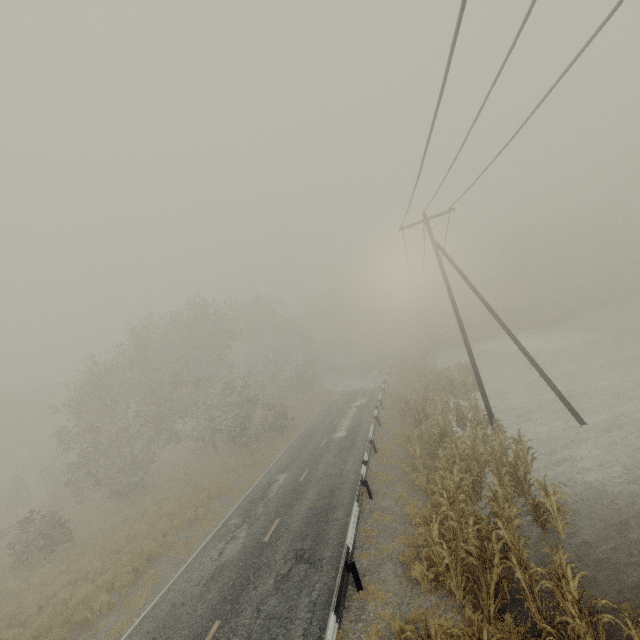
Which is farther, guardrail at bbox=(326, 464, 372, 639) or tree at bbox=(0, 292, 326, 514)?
tree at bbox=(0, 292, 326, 514)

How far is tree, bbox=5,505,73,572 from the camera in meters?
18.4

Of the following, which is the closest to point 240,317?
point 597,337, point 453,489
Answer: point 453,489

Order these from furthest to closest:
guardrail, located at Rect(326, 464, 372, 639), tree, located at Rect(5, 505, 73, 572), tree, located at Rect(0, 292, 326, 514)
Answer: tree, located at Rect(0, 292, 326, 514) → tree, located at Rect(5, 505, 73, 572) → guardrail, located at Rect(326, 464, 372, 639)

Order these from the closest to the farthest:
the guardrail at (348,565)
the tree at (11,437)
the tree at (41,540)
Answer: the guardrail at (348,565) → the tree at (41,540) → the tree at (11,437)

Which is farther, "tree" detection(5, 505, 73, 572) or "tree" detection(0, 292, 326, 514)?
"tree" detection(0, 292, 326, 514)

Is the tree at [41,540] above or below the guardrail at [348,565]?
above
